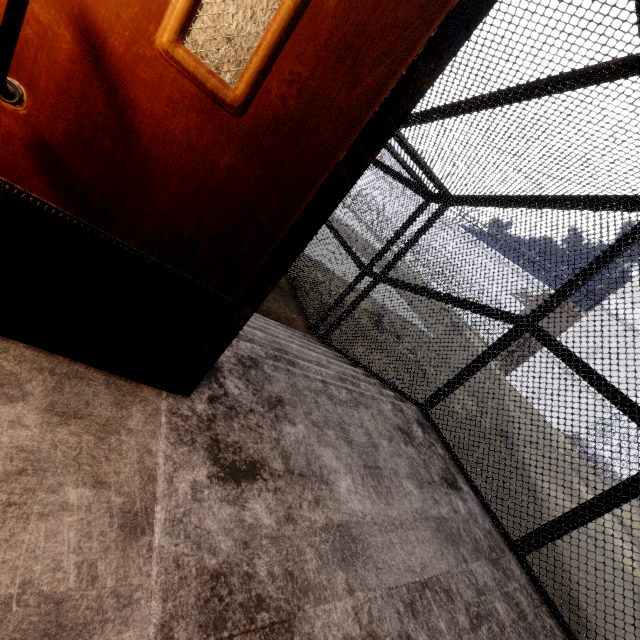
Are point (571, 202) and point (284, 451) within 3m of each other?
no
